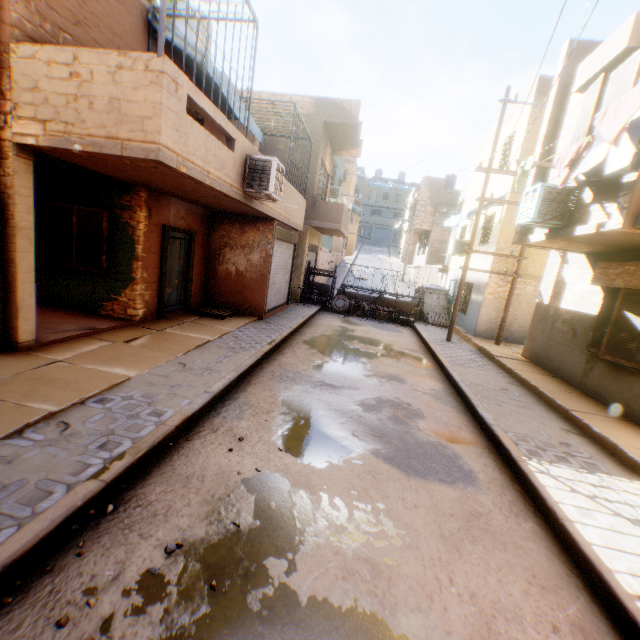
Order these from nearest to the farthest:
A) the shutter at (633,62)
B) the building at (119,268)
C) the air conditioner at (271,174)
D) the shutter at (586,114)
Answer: the building at (119,268) < the shutter at (633,62) < the shutter at (586,114) < the air conditioner at (271,174)

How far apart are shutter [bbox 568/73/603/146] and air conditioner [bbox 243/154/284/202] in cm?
616

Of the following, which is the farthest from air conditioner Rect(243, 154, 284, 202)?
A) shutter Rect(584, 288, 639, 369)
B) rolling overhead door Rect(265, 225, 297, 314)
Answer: shutter Rect(584, 288, 639, 369)

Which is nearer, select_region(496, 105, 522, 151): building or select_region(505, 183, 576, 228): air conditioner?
select_region(505, 183, 576, 228): air conditioner

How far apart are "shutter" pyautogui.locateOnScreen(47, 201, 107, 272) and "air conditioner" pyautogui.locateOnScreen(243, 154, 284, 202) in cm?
336

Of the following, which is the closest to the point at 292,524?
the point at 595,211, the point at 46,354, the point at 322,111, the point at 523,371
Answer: the point at 46,354

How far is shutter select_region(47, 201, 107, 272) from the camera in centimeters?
785cm

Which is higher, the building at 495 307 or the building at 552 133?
the building at 552 133
